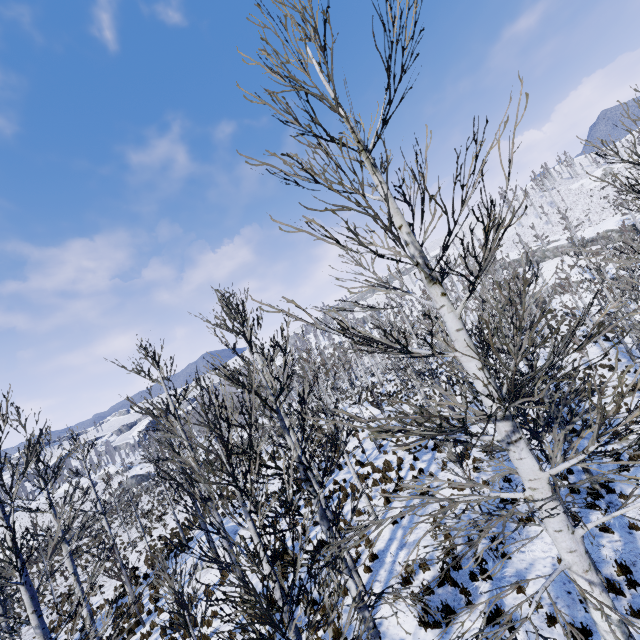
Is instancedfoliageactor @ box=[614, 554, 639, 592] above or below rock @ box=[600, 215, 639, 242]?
below

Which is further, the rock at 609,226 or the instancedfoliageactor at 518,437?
the rock at 609,226

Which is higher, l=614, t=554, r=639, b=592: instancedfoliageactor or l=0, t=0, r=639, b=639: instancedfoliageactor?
l=0, t=0, r=639, b=639: instancedfoliageactor

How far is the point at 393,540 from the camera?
11.01m

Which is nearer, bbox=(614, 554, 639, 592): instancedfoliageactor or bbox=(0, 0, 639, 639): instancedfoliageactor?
bbox=(0, 0, 639, 639): instancedfoliageactor

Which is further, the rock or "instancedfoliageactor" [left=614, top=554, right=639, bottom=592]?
the rock

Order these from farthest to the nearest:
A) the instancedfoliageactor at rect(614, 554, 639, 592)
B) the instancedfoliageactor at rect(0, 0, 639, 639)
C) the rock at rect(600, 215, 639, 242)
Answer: the rock at rect(600, 215, 639, 242) → the instancedfoliageactor at rect(614, 554, 639, 592) → the instancedfoliageactor at rect(0, 0, 639, 639)

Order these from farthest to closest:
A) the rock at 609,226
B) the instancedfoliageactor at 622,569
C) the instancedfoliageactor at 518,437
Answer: the rock at 609,226 → the instancedfoliageactor at 622,569 → the instancedfoliageactor at 518,437
